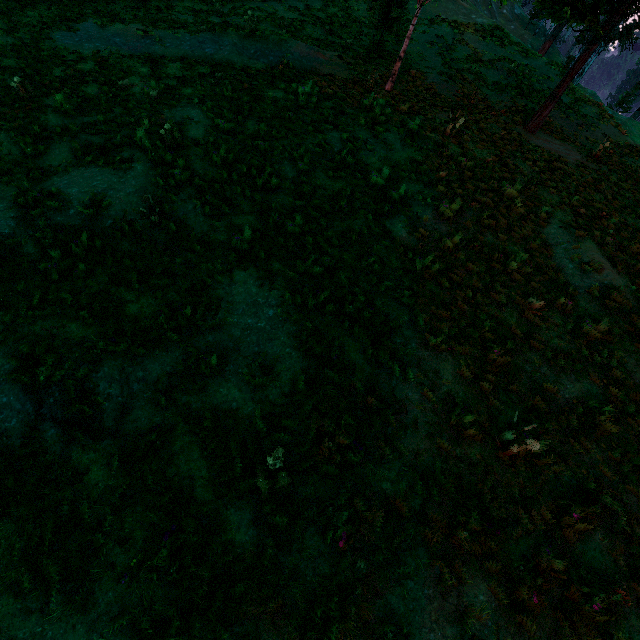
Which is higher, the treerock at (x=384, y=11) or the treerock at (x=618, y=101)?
the treerock at (x=618, y=101)

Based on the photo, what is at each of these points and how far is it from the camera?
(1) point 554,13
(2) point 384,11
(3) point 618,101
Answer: (1) treerock, 11.6m
(2) treerock, 17.8m
(3) treerock, 52.9m

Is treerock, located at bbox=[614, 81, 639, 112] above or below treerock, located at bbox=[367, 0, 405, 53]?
above

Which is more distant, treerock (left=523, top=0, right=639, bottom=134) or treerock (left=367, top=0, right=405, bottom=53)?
treerock (left=367, top=0, right=405, bottom=53)

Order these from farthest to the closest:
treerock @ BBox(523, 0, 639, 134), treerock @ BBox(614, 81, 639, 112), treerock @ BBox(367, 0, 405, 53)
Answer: treerock @ BBox(614, 81, 639, 112) → treerock @ BBox(367, 0, 405, 53) → treerock @ BBox(523, 0, 639, 134)

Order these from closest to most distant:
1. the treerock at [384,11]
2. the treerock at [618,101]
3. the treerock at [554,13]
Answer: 1. the treerock at [554,13]
2. the treerock at [384,11]
3. the treerock at [618,101]
